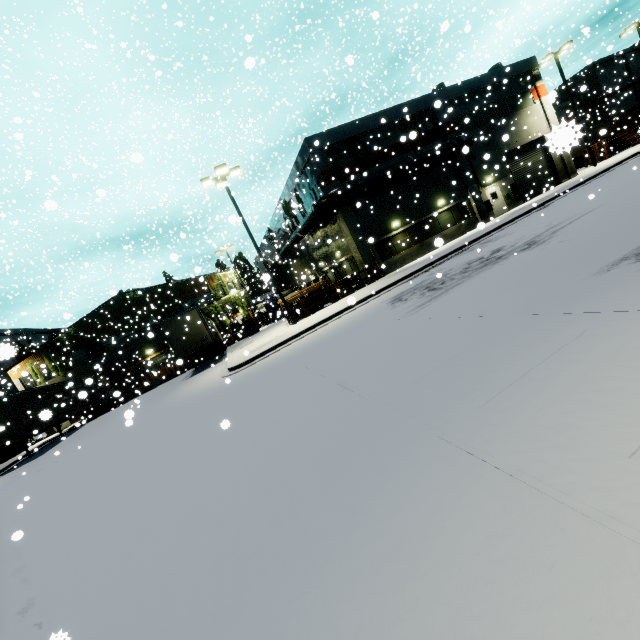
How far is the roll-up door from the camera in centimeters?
2756cm

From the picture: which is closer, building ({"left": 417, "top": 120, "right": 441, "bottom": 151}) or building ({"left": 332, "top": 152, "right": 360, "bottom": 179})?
building ({"left": 332, "top": 152, "right": 360, "bottom": 179})

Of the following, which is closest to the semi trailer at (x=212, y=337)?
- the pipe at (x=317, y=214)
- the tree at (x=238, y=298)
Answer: the tree at (x=238, y=298)

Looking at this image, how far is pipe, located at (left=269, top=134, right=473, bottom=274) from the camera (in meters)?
21.73

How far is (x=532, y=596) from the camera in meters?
1.8 m

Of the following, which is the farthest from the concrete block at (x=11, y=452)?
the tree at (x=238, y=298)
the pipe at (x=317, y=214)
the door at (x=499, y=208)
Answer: the door at (x=499, y=208)

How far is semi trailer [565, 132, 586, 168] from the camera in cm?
130

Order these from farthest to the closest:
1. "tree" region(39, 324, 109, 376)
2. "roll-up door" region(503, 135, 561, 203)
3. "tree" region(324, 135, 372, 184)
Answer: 1. "tree" region(39, 324, 109, 376)
2. "roll-up door" region(503, 135, 561, 203)
3. "tree" region(324, 135, 372, 184)
